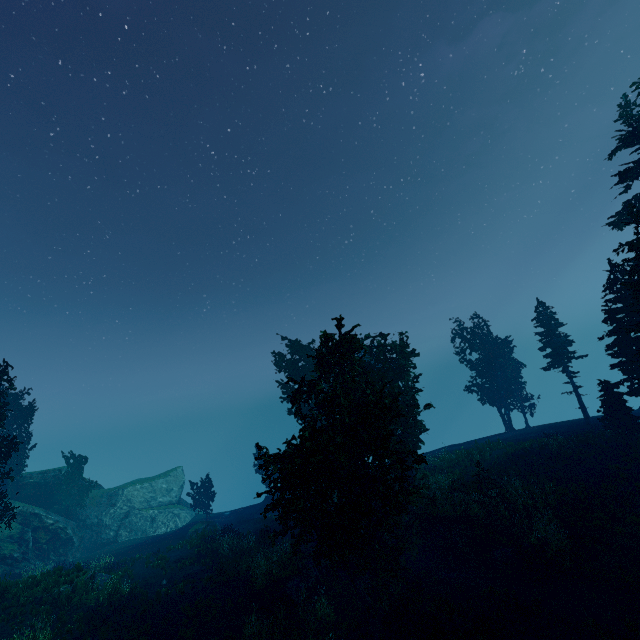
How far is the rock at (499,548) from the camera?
16.30m

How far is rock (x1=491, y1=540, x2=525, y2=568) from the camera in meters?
16.3

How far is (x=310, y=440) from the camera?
14.4m

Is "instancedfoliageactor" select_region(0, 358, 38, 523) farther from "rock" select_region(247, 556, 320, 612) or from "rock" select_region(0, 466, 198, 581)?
"rock" select_region(247, 556, 320, 612)

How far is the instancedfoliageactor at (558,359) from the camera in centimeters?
3086cm

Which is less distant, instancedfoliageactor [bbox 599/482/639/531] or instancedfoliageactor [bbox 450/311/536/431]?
instancedfoliageactor [bbox 599/482/639/531]

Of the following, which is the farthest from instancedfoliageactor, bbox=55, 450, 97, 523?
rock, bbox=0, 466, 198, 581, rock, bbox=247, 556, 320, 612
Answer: rock, bbox=247, 556, 320, 612
